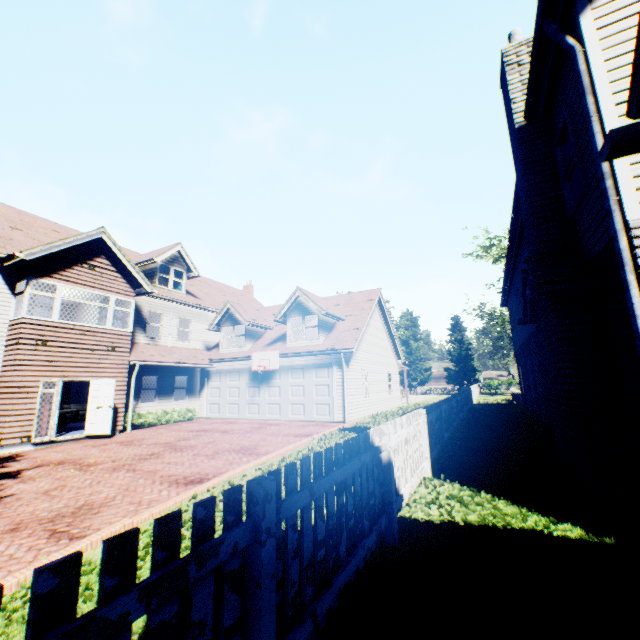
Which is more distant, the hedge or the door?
the hedge

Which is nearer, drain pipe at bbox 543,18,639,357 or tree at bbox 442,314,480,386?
drain pipe at bbox 543,18,639,357

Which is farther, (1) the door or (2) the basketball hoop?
(2) the basketball hoop

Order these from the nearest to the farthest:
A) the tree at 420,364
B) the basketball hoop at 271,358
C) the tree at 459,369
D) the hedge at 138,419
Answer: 1. the hedge at 138,419
2. the basketball hoop at 271,358
3. the tree at 459,369
4. the tree at 420,364

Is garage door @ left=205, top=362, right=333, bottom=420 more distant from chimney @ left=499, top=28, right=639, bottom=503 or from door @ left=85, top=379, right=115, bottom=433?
chimney @ left=499, top=28, right=639, bottom=503

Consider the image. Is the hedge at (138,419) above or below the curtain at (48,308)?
below

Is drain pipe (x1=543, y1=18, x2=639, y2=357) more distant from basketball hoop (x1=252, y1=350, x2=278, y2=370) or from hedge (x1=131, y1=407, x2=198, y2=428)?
hedge (x1=131, y1=407, x2=198, y2=428)

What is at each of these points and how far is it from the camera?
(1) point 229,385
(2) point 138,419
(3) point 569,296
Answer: (1) garage door, 19.0 meters
(2) hedge, 15.6 meters
(3) chimney, 5.2 meters
